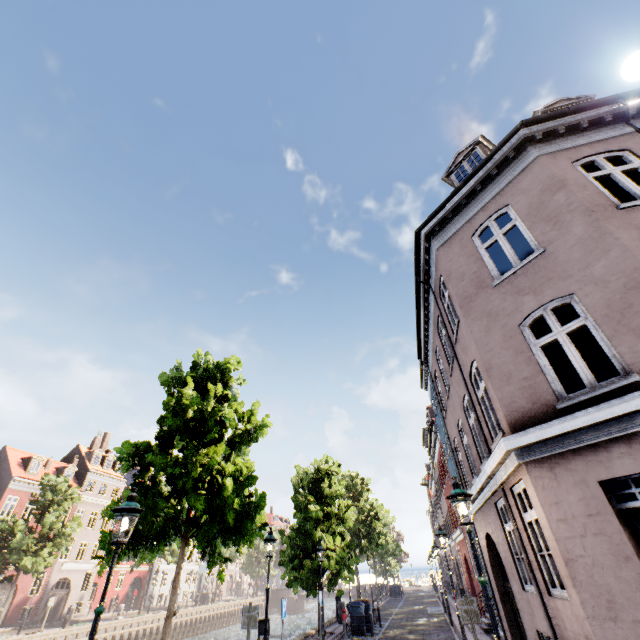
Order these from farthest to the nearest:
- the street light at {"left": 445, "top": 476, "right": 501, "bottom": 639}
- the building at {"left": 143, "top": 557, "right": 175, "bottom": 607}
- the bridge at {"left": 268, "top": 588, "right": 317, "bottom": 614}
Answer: the bridge at {"left": 268, "top": 588, "right": 317, "bottom": 614}
the building at {"left": 143, "top": 557, "right": 175, "bottom": 607}
the street light at {"left": 445, "top": 476, "right": 501, "bottom": 639}

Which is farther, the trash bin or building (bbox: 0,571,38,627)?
building (bbox: 0,571,38,627)

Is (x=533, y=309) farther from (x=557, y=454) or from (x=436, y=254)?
(x=436, y=254)

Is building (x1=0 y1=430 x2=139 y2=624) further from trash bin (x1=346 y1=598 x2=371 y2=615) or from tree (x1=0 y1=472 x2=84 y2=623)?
trash bin (x1=346 y1=598 x2=371 y2=615)

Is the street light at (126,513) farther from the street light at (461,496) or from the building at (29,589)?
the building at (29,589)

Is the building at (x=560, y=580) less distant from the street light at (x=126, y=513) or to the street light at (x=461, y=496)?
the street light at (x=461, y=496)

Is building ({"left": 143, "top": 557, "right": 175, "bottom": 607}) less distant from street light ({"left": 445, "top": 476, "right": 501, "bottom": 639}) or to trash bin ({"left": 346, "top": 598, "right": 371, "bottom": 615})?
trash bin ({"left": 346, "top": 598, "right": 371, "bottom": 615})

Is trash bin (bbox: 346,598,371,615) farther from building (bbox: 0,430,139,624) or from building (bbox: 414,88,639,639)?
building (bbox: 0,430,139,624)
